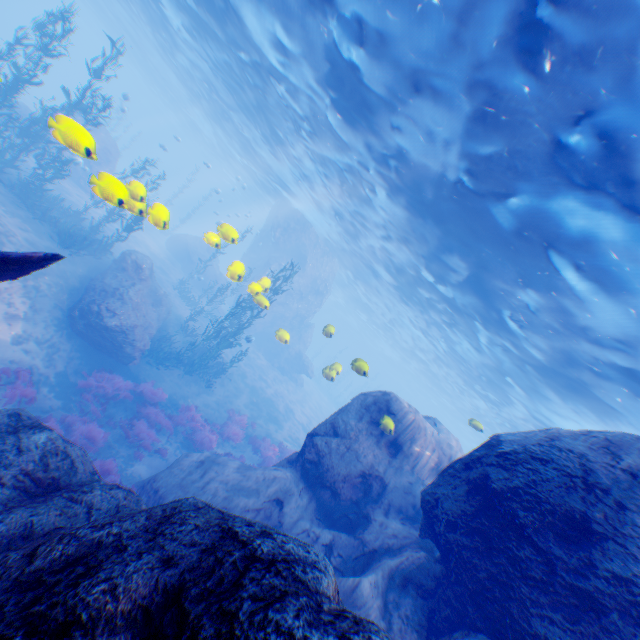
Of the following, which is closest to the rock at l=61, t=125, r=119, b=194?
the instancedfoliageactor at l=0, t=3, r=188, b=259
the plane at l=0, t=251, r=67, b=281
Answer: the plane at l=0, t=251, r=67, b=281

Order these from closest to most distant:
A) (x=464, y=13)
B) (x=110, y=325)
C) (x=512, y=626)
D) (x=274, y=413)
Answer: (x=512, y=626), (x=464, y=13), (x=110, y=325), (x=274, y=413)

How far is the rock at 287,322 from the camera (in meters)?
32.19

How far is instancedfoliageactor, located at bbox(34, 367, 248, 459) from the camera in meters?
10.6 m

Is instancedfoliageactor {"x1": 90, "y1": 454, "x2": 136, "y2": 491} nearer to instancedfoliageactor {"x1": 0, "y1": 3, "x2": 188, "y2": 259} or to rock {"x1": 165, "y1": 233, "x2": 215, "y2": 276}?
rock {"x1": 165, "y1": 233, "x2": 215, "y2": 276}

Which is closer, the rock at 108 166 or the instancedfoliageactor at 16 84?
the rock at 108 166

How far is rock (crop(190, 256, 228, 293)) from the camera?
30.2 meters

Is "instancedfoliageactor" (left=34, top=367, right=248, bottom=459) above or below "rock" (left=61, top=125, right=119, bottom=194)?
below
